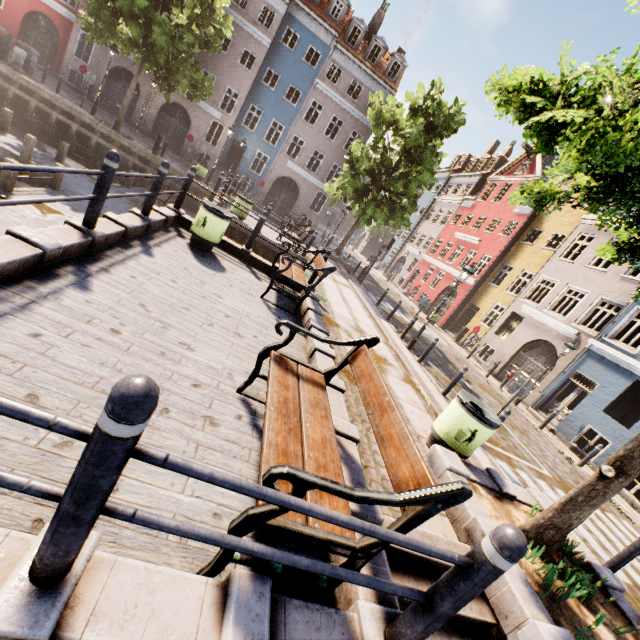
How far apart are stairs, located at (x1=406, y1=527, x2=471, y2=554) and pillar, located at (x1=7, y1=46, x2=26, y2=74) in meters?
26.0 m

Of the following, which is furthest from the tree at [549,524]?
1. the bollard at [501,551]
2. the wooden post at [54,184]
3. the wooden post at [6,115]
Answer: the wooden post at [54,184]

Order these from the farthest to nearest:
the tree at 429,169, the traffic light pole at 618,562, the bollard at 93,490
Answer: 1. the tree at 429,169
2. the traffic light pole at 618,562
3. the bollard at 93,490

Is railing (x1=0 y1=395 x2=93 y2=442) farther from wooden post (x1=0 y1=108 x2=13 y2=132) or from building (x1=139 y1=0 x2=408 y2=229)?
building (x1=139 y1=0 x2=408 y2=229)

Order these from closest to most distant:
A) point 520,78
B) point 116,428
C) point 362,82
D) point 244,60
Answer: point 116,428
point 520,78
point 362,82
point 244,60

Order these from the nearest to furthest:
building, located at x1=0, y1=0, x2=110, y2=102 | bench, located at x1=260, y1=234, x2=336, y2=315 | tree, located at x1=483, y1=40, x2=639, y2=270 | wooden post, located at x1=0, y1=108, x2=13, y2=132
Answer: tree, located at x1=483, y1=40, x2=639, y2=270, bench, located at x1=260, y1=234, x2=336, y2=315, wooden post, located at x1=0, y1=108, x2=13, y2=132, building, located at x1=0, y1=0, x2=110, y2=102

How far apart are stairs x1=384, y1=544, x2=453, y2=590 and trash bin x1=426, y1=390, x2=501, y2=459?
1.5m

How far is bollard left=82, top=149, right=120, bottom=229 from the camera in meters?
4.2 m
